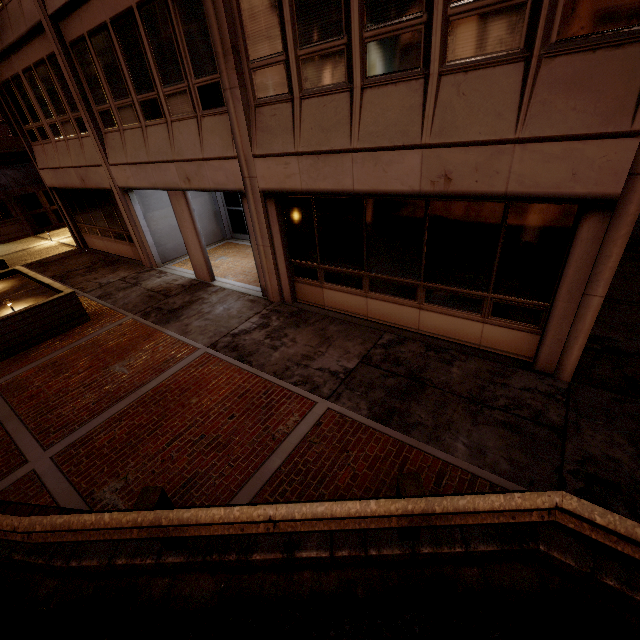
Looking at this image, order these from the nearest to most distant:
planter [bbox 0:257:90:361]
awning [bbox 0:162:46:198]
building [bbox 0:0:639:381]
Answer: building [bbox 0:0:639:381], planter [bbox 0:257:90:361], awning [bbox 0:162:46:198]

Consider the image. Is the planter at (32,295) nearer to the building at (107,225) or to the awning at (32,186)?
the building at (107,225)

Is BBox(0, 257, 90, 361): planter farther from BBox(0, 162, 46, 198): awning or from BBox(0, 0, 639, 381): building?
BBox(0, 162, 46, 198): awning

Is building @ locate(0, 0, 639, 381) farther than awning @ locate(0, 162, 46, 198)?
No

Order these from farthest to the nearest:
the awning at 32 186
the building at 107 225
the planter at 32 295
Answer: the awning at 32 186, the planter at 32 295, the building at 107 225

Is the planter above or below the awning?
below

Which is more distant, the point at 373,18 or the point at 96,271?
the point at 96,271
